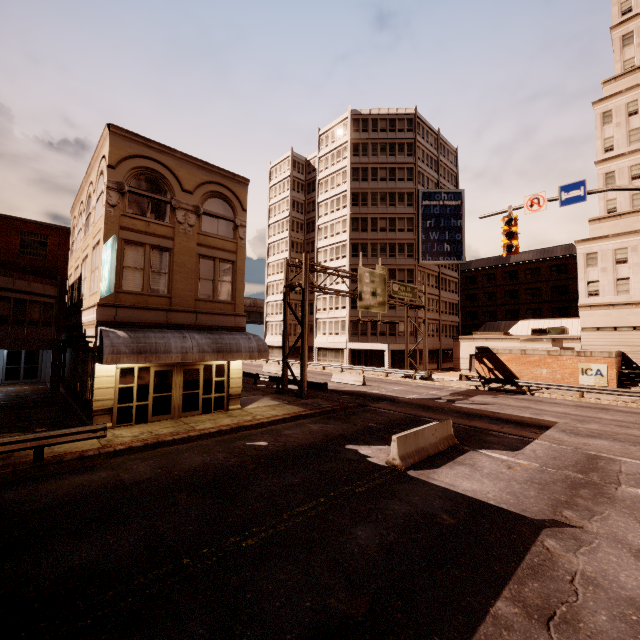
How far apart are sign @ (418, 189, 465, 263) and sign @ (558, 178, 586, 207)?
34.2m

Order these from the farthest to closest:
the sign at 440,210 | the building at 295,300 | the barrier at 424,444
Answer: the building at 295,300, the sign at 440,210, the barrier at 424,444

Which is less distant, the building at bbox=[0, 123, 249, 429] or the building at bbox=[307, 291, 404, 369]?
the building at bbox=[0, 123, 249, 429]

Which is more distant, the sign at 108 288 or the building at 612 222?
the building at 612 222

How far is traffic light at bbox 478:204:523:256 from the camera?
12.8m

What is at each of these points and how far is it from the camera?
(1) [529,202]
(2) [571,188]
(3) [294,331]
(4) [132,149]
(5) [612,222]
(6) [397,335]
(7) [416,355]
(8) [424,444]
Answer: (1) sign, 12.6m
(2) sign, 11.6m
(3) building, 57.0m
(4) building, 14.9m
(5) building, 34.2m
(6) building, 45.2m
(7) building, 44.8m
(8) barrier, 11.6m

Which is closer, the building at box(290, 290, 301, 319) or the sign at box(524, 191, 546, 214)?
the sign at box(524, 191, 546, 214)

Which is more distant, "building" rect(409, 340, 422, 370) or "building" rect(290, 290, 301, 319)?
"building" rect(290, 290, 301, 319)
